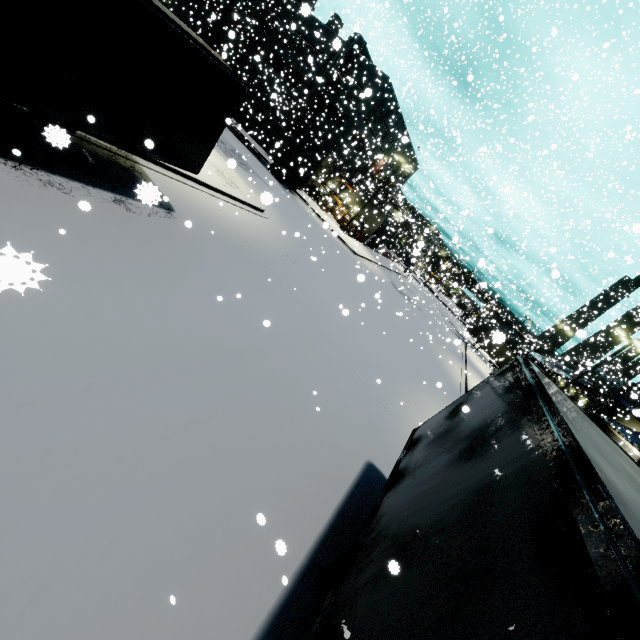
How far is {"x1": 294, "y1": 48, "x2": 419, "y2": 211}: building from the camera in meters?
34.8

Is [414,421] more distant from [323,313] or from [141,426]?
[141,426]

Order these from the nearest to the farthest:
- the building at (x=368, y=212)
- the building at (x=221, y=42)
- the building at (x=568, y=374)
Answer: the building at (x=221, y=42) → the building at (x=568, y=374) → the building at (x=368, y=212)

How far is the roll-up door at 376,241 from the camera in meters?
34.5

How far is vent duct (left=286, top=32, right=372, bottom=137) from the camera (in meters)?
34.47

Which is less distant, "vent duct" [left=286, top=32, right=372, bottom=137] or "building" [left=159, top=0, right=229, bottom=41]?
"vent duct" [left=286, top=32, right=372, bottom=137]

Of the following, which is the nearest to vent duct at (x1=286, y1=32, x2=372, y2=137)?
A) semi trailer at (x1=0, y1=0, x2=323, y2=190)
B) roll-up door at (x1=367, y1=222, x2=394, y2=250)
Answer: semi trailer at (x1=0, y1=0, x2=323, y2=190)

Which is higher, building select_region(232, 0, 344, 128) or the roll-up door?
building select_region(232, 0, 344, 128)
